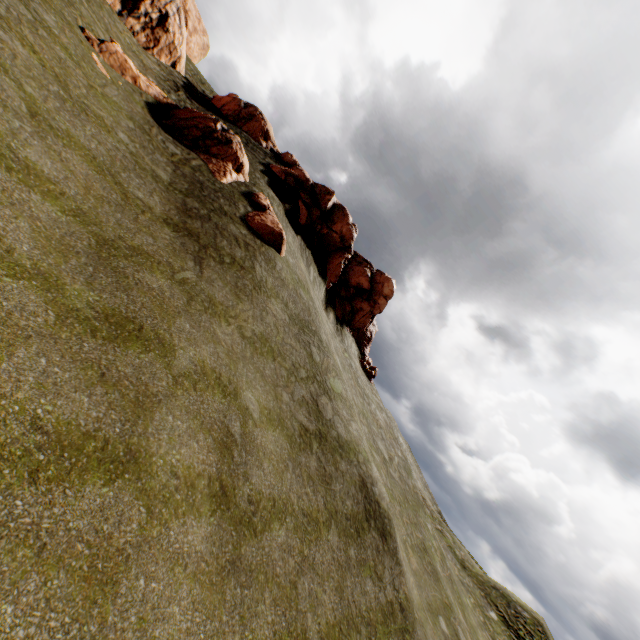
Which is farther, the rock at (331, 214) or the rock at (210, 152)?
the rock at (331, 214)

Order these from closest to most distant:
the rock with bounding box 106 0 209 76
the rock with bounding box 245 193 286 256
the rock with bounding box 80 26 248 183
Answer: the rock with bounding box 80 26 248 183
the rock with bounding box 245 193 286 256
the rock with bounding box 106 0 209 76

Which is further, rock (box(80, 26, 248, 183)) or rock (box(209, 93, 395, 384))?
rock (box(209, 93, 395, 384))

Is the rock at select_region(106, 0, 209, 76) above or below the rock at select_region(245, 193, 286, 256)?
above

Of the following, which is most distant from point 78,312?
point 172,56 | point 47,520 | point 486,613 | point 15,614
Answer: point 486,613

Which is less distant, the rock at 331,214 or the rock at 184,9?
the rock at 184,9

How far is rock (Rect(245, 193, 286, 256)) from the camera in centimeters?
1812cm
